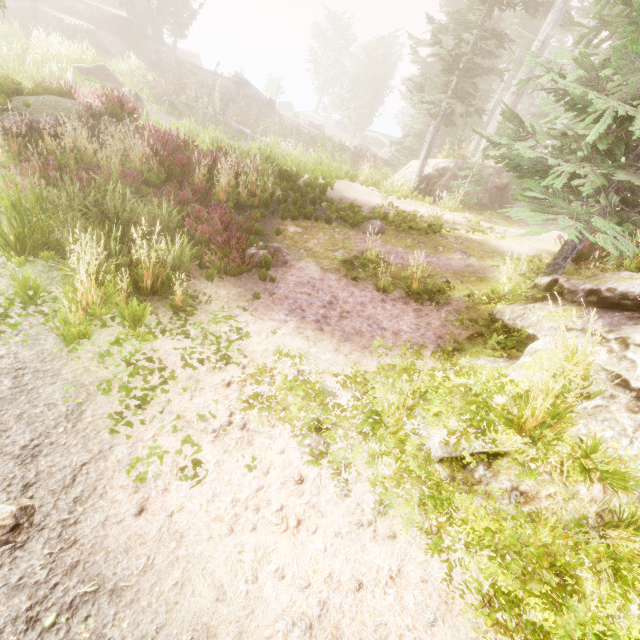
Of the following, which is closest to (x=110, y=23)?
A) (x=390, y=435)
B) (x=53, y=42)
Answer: (x=53, y=42)

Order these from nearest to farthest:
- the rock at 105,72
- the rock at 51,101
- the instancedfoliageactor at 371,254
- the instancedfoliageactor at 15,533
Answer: the instancedfoliageactor at 15,533
the instancedfoliageactor at 371,254
the rock at 51,101
the rock at 105,72

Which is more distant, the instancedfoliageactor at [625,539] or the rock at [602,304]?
the rock at [602,304]

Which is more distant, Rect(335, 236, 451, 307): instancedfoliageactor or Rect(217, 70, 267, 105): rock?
Rect(217, 70, 267, 105): rock

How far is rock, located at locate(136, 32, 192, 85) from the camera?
27.9m

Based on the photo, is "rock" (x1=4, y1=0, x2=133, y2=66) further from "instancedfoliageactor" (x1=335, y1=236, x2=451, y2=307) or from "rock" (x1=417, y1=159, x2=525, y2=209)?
"rock" (x1=417, y1=159, x2=525, y2=209)

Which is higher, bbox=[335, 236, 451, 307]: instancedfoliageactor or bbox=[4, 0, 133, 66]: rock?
bbox=[4, 0, 133, 66]: rock

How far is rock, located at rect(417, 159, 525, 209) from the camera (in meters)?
14.14
